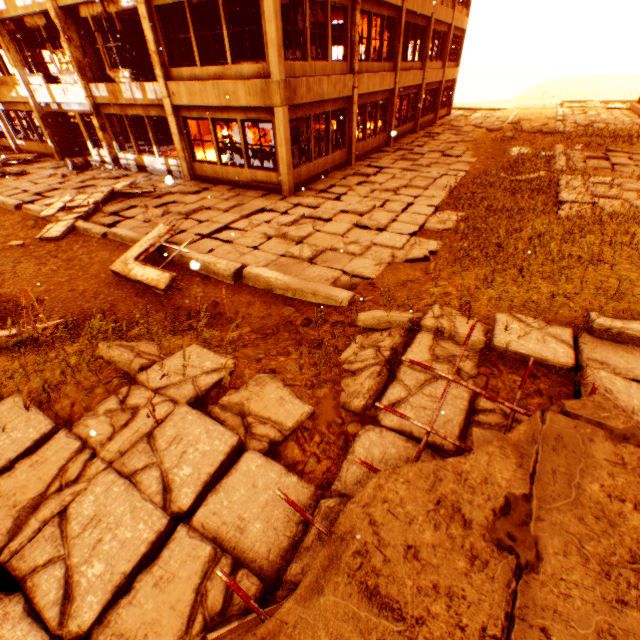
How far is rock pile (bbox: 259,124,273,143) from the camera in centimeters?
1828cm

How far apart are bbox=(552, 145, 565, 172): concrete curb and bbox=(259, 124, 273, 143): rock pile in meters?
13.9

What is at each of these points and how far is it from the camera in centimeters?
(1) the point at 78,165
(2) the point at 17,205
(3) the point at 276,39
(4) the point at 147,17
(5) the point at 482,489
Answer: (1) metal barrel, 1495cm
(2) concrete curb, 1118cm
(3) pillar, 887cm
(4) pillar, 1034cm
(5) floor rubble, 211cm

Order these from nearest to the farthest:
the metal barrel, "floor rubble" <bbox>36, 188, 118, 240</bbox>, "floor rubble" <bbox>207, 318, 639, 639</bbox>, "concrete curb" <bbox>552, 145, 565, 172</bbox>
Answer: "floor rubble" <bbox>207, 318, 639, 639</bbox> < "floor rubble" <bbox>36, 188, 118, 240</bbox> < "concrete curb" <bbox>552, 145, 565, 172</bbox> < the metal barrel

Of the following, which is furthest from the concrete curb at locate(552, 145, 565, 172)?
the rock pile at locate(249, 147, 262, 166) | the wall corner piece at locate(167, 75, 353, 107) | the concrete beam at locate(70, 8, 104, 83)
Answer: the concrete beam at locate(70, 8, 104, 83)

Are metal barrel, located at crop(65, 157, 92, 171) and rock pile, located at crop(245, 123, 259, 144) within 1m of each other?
no

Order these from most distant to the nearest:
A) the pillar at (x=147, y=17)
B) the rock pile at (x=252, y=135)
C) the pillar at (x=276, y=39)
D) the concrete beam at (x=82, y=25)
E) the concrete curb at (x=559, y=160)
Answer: the rock pile at (x=252, y=135), the concrete beam at (x=82, y=25), the concrete curb at (x=559, y=160), the pillar at (x=147, y=17), the pillar at (x=276, y=39)

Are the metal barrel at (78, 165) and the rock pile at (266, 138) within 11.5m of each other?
yes
